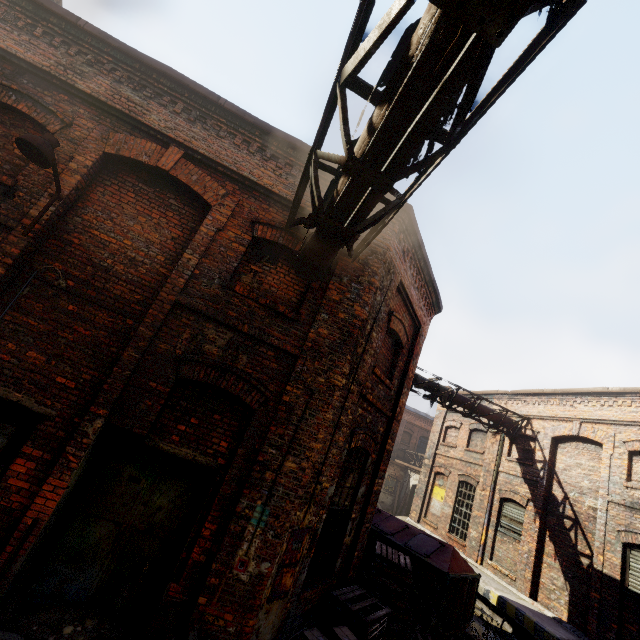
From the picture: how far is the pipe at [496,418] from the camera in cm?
1365

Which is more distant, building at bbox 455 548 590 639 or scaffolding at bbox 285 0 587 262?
building at bbox 455 548 590 639

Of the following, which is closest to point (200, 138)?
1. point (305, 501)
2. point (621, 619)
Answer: point (305, 501)

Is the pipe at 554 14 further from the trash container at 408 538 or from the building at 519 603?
Result: the building at 519 603

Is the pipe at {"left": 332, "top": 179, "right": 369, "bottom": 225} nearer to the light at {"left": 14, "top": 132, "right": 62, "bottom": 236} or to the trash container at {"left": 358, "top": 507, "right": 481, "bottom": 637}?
the light at {"left": 14, "top": 132, "right": 62, "bottom": 236}

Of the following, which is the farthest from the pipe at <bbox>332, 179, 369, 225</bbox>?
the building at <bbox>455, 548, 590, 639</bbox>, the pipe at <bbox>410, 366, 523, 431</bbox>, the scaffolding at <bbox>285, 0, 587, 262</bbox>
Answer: the building at <bbox>455, 548, 590, 639</bbox>

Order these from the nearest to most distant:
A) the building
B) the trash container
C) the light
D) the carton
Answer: the light → the carton → the trash container → the building

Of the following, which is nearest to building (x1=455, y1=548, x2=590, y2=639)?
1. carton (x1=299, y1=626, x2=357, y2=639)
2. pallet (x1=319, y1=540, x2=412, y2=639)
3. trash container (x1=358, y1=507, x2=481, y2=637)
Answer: trash container (x1=358, y1=507, x2=481, y2=637)
